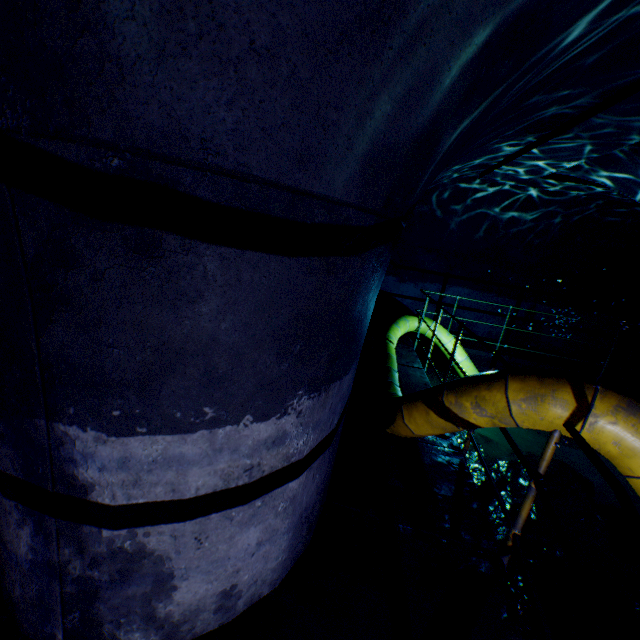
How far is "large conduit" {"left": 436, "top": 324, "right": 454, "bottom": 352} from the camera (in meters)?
7.08

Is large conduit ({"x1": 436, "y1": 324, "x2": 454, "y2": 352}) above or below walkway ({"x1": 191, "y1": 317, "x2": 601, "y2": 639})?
above

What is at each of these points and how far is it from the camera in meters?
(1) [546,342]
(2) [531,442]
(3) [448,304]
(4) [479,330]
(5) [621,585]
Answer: (1) building tunnel, 9.1 m
(2) building tunnel, 5.8 m
(3) building tunnel, 9.2 m
(4) building tunnel, 9.2 m
(5) building tunnel, 3.4 m

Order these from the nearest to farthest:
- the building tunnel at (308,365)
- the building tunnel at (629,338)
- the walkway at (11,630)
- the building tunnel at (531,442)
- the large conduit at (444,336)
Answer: the building tunnel at (308,365)
the walkway at (11,630)
the building tunnel at (531,442)
the large conduit at (444,336)
the building tunnel at (629,338)

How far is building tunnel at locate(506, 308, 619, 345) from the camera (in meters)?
8.77

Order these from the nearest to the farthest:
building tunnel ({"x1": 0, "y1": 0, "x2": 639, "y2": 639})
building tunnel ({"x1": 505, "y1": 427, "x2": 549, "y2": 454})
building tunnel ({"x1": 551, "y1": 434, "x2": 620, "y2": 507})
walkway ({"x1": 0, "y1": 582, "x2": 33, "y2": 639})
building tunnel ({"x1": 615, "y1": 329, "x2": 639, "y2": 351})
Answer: building tunnel ({"x1": 0, "y1": 0, "x2": 639, "y2": 639}) < walkway ({"x1": 0, "y1": 582, "x2": 33, "y2": 639}) < building tunnel ({"x1": 551, "y1": 434, "x2": 620, "y2": 507}) < building tunnel ({"x1": 505, "y1": 427, "x2": 549, "y2": 454}) < building tunnel ({"x1": 615, "y1": 329, "x2": 639, "y2": 351})

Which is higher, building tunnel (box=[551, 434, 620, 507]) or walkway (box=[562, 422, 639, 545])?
walkway (box=[562, 422, 639, 545])

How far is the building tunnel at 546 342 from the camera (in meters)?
8.95
